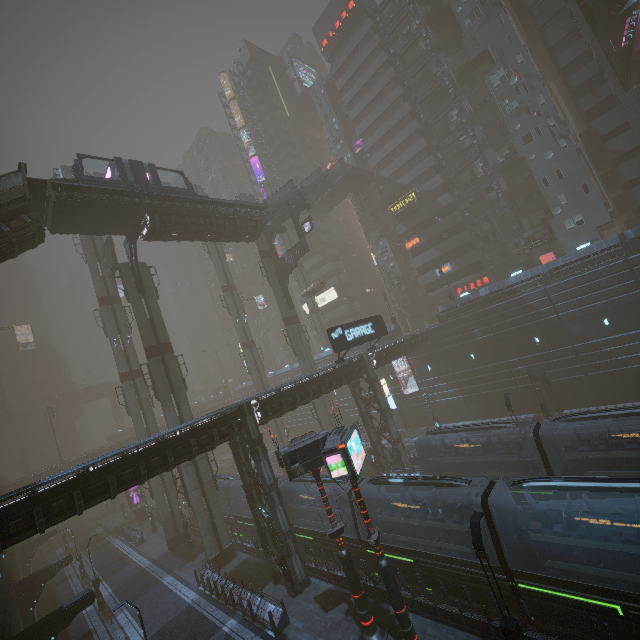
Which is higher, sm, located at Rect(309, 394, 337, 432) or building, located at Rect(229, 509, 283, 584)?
sm, located at Rect(309, 394, 337, 432)

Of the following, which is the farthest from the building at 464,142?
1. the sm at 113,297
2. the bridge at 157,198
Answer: the sm at 113,297

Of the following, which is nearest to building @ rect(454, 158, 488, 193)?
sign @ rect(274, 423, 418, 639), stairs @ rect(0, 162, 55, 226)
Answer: sign @ rect(274, 423, 418, 639)

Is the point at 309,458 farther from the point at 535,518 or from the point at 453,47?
the point at 453,47

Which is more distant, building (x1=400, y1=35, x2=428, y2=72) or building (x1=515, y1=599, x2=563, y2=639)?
building (x1=400, y1=35, x2=428, y2=72)

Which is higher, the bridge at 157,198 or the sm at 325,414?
the bridge at 157,198

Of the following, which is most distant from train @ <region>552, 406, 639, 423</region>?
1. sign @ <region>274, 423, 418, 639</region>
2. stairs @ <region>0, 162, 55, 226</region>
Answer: stairs @ <region>0, 162, 55, 226</region>

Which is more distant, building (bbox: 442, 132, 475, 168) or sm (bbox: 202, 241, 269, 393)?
sm (bbox: 202, 241, 269, 393)
